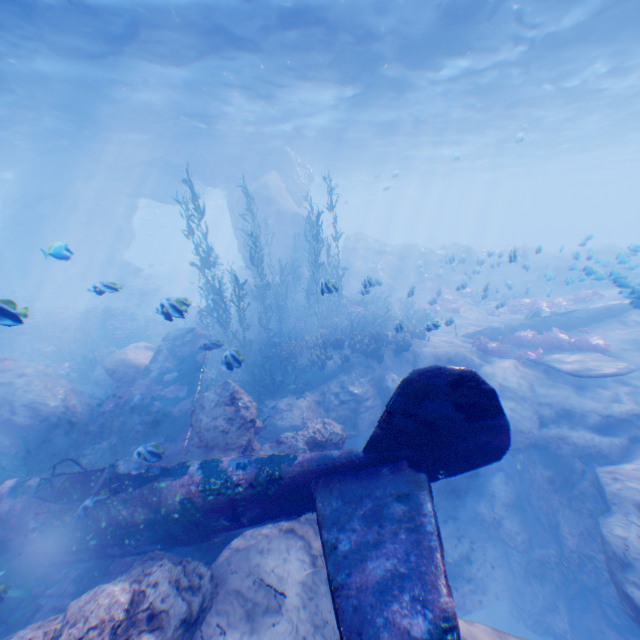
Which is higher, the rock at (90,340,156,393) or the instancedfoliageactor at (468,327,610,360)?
the rock at (90,340,156,393)

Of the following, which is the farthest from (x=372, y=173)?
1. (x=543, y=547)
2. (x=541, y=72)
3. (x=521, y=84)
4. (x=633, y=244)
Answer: (x=543, y=547)

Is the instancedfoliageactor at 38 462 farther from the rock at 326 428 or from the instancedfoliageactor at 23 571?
the instancedfoliageactor at 23 571

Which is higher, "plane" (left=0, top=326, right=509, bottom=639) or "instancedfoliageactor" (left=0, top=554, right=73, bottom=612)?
"plane" (left=0, top=326, right=509, bottom=639)

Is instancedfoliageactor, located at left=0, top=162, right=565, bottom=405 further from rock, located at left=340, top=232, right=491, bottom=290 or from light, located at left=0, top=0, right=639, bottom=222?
light, located at left=0, top=0, right=639, bottom=222

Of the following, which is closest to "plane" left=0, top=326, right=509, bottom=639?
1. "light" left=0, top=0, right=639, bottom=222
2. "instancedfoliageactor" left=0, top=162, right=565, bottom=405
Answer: "instancedfoliageactor" left=0, top=162, right=565, bottom=405

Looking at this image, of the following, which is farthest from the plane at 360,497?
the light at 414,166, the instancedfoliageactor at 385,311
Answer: the light at 414,166

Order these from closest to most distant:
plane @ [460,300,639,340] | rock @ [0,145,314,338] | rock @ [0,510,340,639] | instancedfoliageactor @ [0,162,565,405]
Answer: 1. rock @ [0,510,340,639]
2. instancedfoliageactor @ [0,162,565,405]
3. plane @ [460,300,639,340]
4. rock @ [0,145,314,338]
